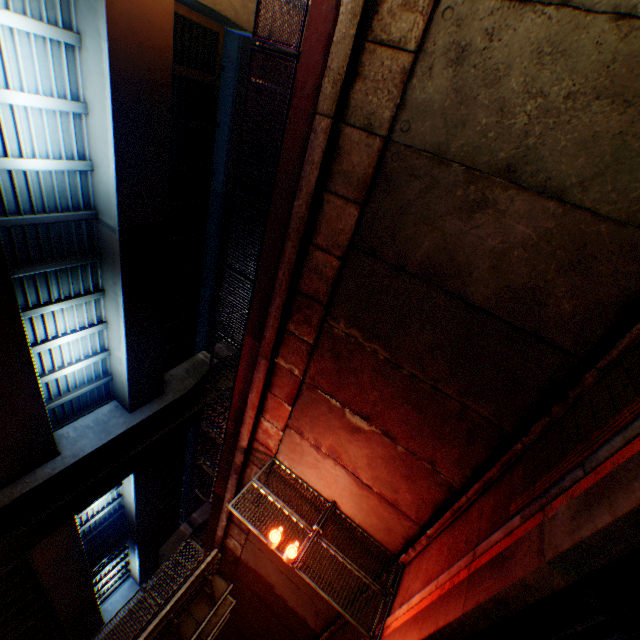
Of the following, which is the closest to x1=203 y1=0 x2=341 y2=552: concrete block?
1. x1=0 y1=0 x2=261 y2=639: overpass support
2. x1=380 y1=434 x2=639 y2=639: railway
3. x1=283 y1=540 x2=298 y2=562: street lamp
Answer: x1=0 y1=0 x2=261 y2=639: overpass support

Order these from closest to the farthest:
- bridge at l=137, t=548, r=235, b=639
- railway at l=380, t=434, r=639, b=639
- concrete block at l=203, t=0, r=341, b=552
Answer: railway at l=380, t=434, r=639, b=639, concrete block at l=203, t=0, r=341, b=552, bridge at l=137, t=548, r=235, b=639

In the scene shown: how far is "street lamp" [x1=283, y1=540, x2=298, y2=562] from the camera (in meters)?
8.32

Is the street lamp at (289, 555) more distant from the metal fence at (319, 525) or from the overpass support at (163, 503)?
the overpass support at (163, 503)

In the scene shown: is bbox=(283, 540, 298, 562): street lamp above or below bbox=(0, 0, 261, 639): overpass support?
below

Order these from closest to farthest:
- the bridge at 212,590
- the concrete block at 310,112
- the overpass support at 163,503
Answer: the concrete block at 310,112
the overpass support at 163,503
the bridge at 212,590

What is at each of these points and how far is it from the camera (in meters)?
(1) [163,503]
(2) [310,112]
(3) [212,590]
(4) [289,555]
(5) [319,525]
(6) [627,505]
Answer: (1) overpass support, 29.83
(2) concrete block, 6.38
(3) bridge, 15.09
(4) street lamp, 8.27
(5) metal fence, 9.26
(6) railway, 3.29

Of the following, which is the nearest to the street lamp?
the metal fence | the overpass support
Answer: the metal fence
